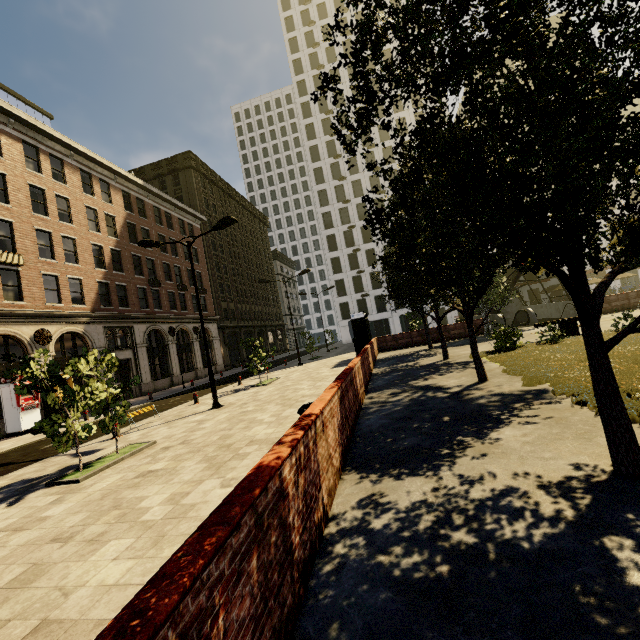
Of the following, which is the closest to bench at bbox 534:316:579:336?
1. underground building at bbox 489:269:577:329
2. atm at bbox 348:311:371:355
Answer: underground building at bbox 489:269:577:329

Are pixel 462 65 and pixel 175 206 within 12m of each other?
no

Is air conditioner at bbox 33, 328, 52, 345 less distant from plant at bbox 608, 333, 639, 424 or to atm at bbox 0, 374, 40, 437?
atm at bbox 0, 374, 40, 437

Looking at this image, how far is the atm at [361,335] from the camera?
22.3m

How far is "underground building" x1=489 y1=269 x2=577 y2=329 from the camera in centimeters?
2447cm

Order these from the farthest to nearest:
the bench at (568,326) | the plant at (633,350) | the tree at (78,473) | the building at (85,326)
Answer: the building at (85,326) < the bench at (568,326) < the tree at (78,473) < the plant at (633,350)

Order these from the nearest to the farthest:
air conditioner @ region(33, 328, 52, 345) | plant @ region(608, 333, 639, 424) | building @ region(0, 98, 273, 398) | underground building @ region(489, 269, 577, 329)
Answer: plant @ region(608, 333, 639, 424), air conditioner @ region(33, 328, 52, 345), building @ region(0, 98, 273, 398), underground building @ region(489, 269, 577, 329)

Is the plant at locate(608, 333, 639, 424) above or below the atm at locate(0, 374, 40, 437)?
below
